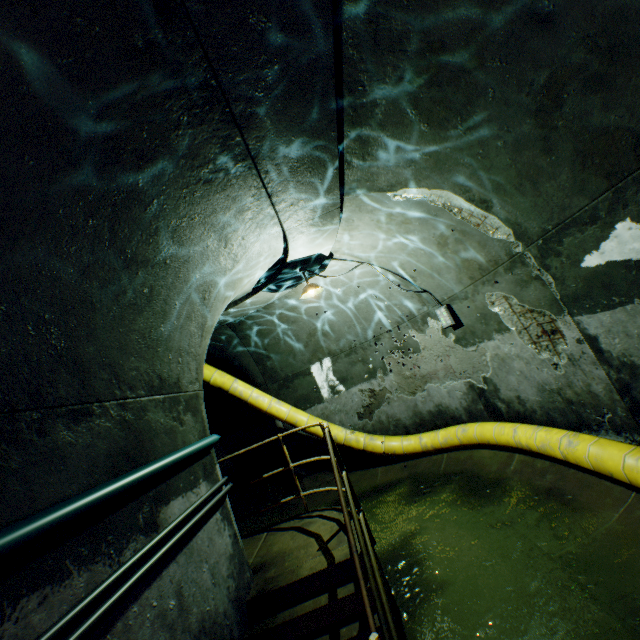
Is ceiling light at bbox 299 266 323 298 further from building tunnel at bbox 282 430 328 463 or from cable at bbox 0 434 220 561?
cable at bbox 0 434 220 561

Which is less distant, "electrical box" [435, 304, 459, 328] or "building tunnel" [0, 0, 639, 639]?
"building tunnel" [0, 0, 639, 639]

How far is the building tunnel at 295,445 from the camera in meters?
8.3

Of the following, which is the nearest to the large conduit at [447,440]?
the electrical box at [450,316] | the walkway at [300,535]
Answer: the walkway at [300,535]

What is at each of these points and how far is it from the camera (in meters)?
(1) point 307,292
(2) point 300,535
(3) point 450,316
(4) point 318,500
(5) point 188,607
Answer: (1) ceiling light, 5.82
(2) walkway, 4.29
(3) electrical box, 5.90
(4) building tunnel, 7.55
(5) building tunnel, 2.54

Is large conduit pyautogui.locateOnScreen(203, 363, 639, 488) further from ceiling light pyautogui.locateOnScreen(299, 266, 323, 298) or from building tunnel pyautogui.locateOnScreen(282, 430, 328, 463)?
ceiling light pyautogui.locateOnScreen(299, 266, 323, 298)

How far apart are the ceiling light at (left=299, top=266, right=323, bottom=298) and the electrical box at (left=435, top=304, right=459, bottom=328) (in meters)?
2.22

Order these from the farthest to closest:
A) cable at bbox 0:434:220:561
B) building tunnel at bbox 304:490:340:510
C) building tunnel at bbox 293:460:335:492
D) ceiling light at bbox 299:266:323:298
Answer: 1. building tunnel at bbox 293:460:335:492
2. building tunnel at bbox 304:490:340:510
3. ceiling light at bbox 299:266:323:298
4. cable at bbox 0:434:220:561
